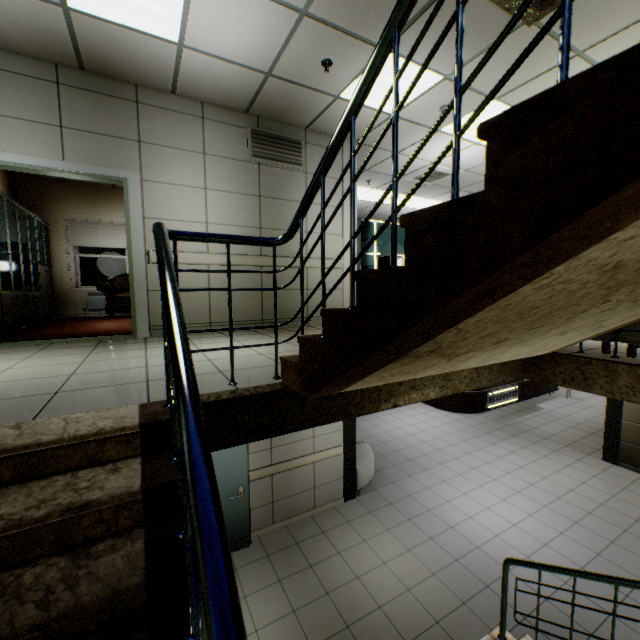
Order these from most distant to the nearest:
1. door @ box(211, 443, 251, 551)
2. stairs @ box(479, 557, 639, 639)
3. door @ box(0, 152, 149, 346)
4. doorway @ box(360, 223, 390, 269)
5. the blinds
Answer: doorway @ box(360, 223, 390, 269)
the blinds
door @ box(211, 443, 251, 551)
door @ box(0, 152, 149, 346)
stairs @ box(479, 557, 639, 639)

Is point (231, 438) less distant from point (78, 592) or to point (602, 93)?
point (78, 592)

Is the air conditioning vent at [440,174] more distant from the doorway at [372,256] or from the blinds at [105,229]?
the blinds at [105,229]

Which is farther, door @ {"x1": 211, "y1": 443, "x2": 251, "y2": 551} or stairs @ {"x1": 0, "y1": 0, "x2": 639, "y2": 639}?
door @ {"x1": 211, "y1": 443, "x2": 251, "y2": 551}

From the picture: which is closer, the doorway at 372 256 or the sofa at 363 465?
the sofa at 363 465

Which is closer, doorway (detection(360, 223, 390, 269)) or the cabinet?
the cabinet

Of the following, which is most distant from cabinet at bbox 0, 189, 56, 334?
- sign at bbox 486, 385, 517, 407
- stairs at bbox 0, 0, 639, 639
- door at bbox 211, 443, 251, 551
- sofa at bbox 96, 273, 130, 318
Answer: sign at bbox 486, 385, 517, 407

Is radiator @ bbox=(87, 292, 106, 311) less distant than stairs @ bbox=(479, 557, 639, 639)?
No
